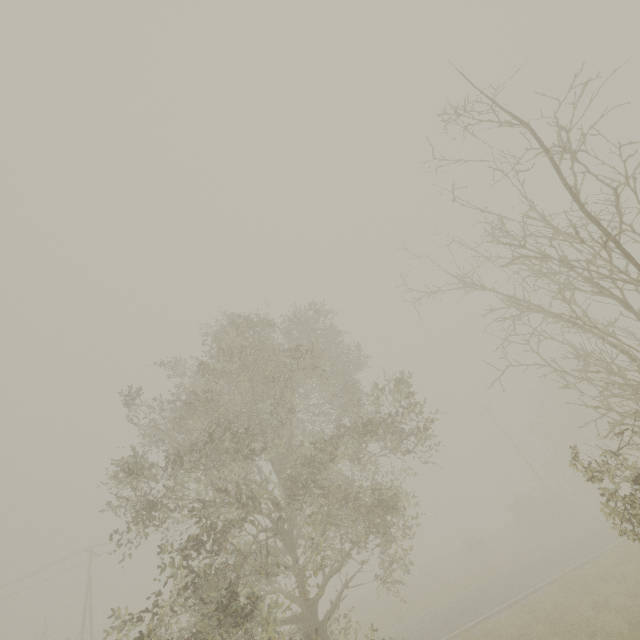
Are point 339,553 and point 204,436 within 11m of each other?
yes
